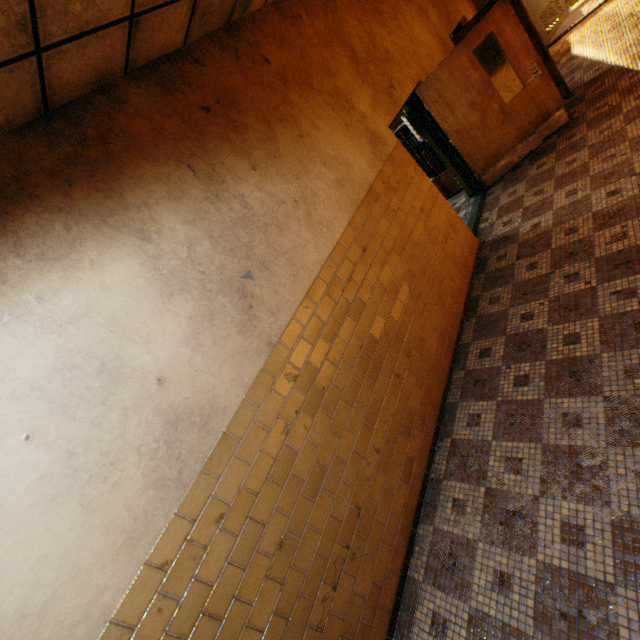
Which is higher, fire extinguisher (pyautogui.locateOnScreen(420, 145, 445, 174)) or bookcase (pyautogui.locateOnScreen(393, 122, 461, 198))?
fire extinguisher (pyautogui.locateOnScreen(420, 145, 445, 174))

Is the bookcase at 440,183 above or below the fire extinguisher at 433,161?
below

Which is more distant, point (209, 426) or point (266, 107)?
point (266, 107)

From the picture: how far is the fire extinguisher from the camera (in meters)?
5.82

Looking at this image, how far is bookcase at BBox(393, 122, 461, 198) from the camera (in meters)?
6.40

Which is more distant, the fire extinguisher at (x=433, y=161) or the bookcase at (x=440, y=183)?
the bookcase at (x=440, y=183)

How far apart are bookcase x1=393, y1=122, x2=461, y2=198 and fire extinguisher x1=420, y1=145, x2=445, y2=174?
0.5 meters

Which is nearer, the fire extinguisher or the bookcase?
the fire extinguisher
